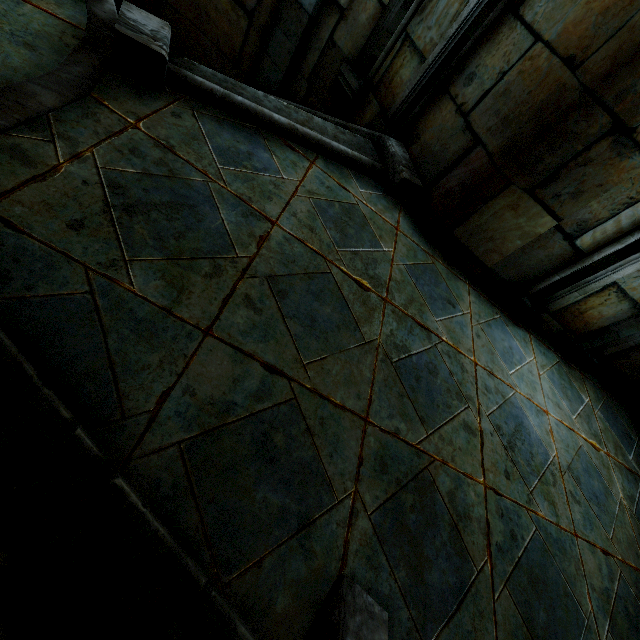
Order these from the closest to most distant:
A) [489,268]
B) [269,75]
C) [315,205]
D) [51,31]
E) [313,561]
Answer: [313,561], [51,31], [315,205], [489,268], [269,75]
